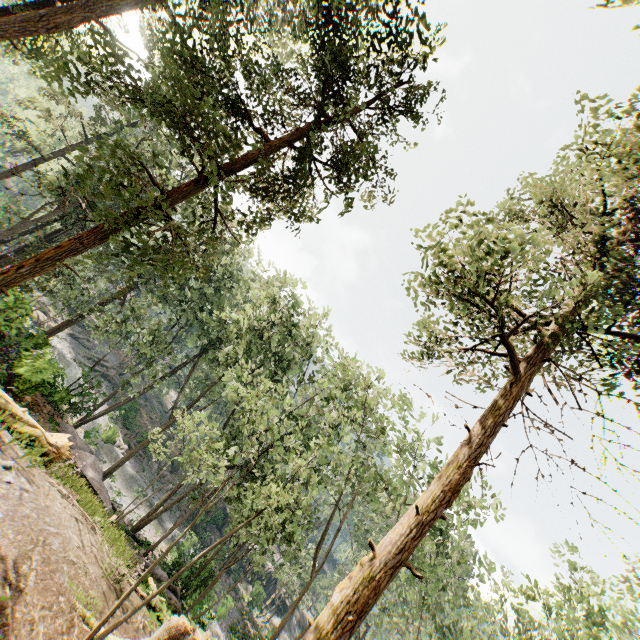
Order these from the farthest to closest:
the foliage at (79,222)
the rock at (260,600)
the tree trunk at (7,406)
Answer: the rock at (260,600), the tree trunk at (7,406), the foliage at (79,222)

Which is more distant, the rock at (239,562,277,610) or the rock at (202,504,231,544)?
the rock at (202,504,231,544)

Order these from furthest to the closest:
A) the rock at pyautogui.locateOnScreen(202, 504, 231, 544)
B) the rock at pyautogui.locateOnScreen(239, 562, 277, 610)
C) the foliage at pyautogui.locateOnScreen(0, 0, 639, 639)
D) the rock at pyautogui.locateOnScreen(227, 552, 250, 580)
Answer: the rock at pyautogui.locateOnScreen(202, 504, 231, 544) < the rock at pyautogui.locateOnScreen(227, 552, 250, 580) < the rock at pyautogui.locateOnScreen(239, 562, 277, 610) < the foliage at pyautogui.locateOnScreen(0, 0, 639, 639)

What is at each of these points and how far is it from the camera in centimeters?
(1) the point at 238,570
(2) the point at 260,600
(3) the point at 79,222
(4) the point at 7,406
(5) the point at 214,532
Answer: (1) rock, 3841cm
(2) rock, 3562cm
(3) foliage, 2712cm
(4) tree trunk, 1077cm
(5) rock, 4019cm

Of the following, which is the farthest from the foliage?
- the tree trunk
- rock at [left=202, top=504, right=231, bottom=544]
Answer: the tree trunk

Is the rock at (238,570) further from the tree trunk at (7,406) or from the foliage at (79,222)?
the tree trunk at (7,406)

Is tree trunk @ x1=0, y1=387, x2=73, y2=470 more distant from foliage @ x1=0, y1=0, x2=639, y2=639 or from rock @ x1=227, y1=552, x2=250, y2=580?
rock @ x1=227, y1=552, x2=250, y2=580
